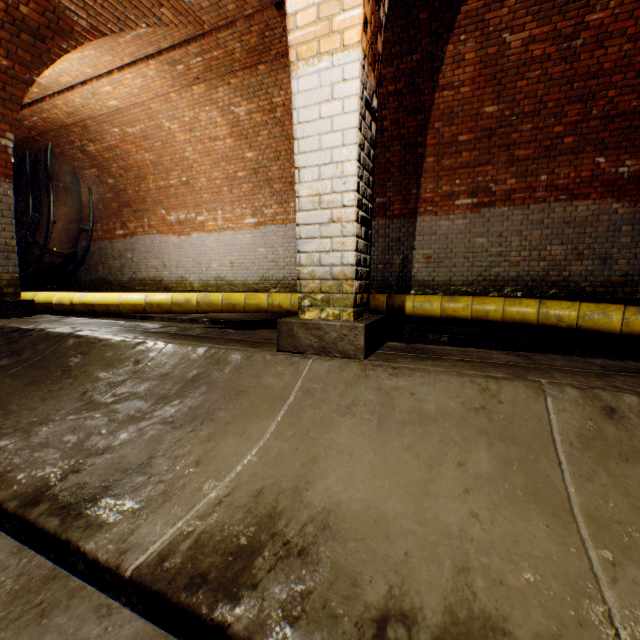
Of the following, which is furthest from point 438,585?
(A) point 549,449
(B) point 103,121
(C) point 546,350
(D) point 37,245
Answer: (D) point 37,245

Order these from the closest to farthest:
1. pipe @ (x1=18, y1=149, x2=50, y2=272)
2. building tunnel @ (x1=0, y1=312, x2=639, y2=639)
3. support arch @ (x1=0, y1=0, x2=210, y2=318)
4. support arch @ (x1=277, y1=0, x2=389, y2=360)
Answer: building tunnel @ (x1=0, y1=312, x2=639, y2=639) → support arch @ (x1=277, y1=0, x2=389, y2=360) → support arch @ (x1=0, y1=0, x2=210, y2=318) → pipe @ (x1=18, y1=149, x2=50, y2=272)

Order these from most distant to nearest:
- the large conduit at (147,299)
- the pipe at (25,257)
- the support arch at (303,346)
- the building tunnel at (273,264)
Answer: the pipe at (25,257), the large conduit at (147,299), the building tunnel at (273,264), the support arch at (303,346)

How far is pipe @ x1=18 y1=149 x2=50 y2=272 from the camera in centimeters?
922cm

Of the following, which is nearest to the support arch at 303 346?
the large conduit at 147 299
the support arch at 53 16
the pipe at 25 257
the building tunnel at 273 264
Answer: the building tunnel at 273 264

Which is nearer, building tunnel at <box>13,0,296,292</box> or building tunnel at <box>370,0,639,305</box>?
building tunnel at <box>370,0,639,305</box>

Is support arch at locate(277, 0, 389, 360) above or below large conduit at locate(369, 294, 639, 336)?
above
